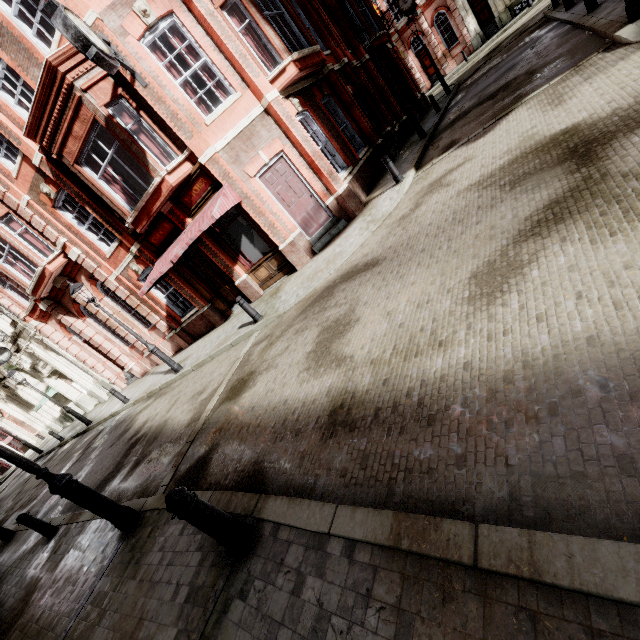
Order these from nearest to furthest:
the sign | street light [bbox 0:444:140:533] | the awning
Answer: street light [bbox 0:444:140:533] < the awning < the sign

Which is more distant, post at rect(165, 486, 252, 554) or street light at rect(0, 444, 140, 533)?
street light at rect(0, 444, 140, 533)

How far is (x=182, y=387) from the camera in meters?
10.9

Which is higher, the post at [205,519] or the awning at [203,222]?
the awning at [203,222]

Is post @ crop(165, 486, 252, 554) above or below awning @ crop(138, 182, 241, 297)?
below

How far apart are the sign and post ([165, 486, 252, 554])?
9.3m

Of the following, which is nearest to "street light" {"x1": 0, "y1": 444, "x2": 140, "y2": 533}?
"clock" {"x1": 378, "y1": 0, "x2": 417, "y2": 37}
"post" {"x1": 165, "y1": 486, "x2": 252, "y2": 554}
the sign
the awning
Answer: "post" {"x1": 165, "y1": 486, "x2": 252, "y2": 554}

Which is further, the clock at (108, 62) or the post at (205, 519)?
the clock at (108, 62)
